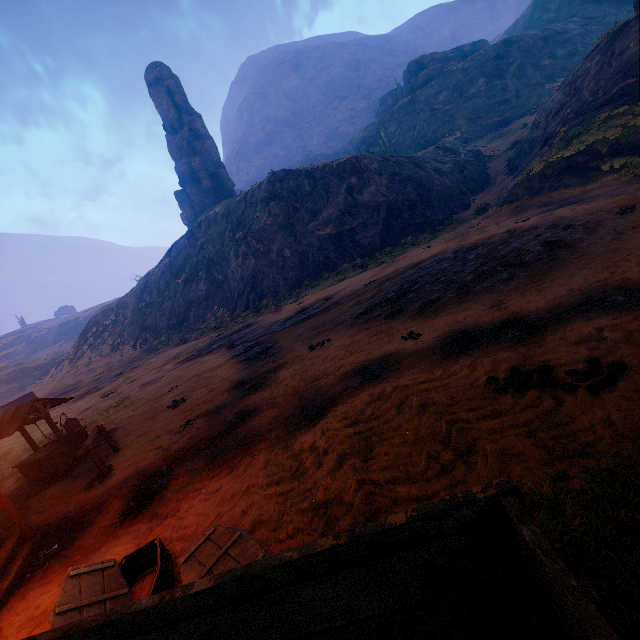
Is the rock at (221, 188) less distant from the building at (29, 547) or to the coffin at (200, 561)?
the building at (29, 547)

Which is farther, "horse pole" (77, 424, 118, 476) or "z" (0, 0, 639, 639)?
"horse pole" (77, 424, 118, 476)

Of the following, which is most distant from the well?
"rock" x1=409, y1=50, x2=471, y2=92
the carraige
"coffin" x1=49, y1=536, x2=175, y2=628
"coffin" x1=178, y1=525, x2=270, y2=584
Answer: "rock" x1=409, y1=50, x2=471, y2=92

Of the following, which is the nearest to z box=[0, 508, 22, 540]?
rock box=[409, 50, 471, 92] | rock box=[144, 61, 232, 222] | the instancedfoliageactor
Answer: rock box=[409, 50, 471, 92]

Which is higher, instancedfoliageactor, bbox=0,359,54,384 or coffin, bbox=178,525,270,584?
instancedfoliageactor, bbox=0,359,54,384

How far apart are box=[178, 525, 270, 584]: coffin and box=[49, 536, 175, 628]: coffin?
0.26m

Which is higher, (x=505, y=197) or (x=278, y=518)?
(x=505, y=197)

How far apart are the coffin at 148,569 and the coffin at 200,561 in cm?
26
